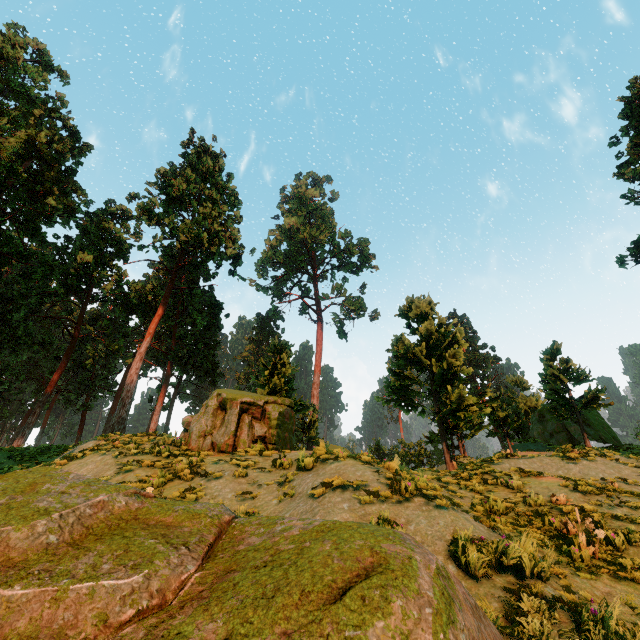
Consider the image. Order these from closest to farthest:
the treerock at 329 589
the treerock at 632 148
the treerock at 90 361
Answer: the treerock at 329 589
the treerock at 90 361
the treerock at 632 148

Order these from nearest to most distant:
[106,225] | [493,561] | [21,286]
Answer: [493,561], [21,286], [106,225]

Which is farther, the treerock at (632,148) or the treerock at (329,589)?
the treerock at (632,148)

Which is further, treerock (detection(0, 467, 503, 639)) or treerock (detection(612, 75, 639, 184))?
treerock (detection(612, 75, 639, 184))

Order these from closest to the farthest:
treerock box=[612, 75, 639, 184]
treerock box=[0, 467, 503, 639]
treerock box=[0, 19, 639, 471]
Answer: treerock box=[0, 467, 503, 639], treerock box=[0, 19, 639, 471], treerock box=[612, 75, 639, 184]

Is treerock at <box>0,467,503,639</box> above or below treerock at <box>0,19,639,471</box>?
below
